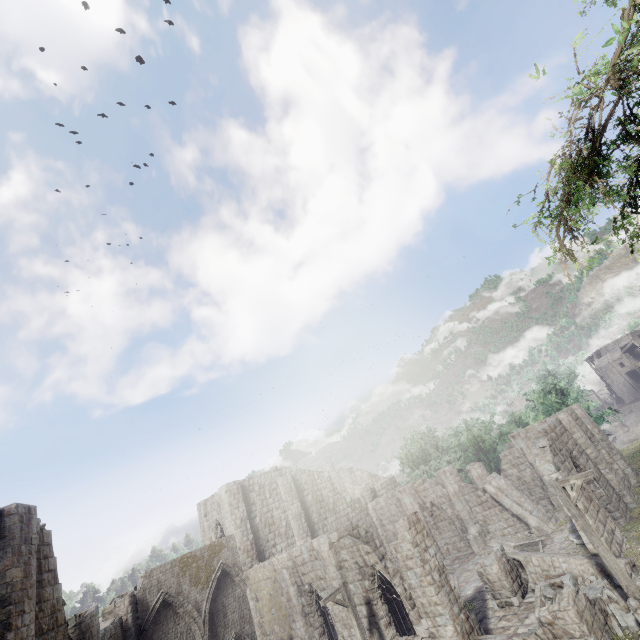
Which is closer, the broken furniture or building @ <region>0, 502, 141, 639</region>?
building @ <region>0, 502, 141, 639</region>

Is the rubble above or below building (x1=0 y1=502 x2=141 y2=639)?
below

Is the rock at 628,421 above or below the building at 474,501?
below

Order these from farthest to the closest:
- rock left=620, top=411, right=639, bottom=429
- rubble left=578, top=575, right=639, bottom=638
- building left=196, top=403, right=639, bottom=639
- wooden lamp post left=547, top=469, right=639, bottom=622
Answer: rock left=620, top=411, right=639, bottom=429
building left=196, top=403, right=639, bottom=639
rubble left=578, top=575, right=639, bottom=638
wooden lamp post left=547, top=469, right=639, bottom=622

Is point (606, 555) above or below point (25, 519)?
below

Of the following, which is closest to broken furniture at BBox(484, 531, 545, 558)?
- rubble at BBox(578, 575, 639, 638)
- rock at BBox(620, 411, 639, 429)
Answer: rubble at BBox(578, 575, 639, 638)

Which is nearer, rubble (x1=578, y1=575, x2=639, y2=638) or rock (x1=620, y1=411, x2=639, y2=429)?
rubble (x1=578, y1=575, x2=639, y2=638)

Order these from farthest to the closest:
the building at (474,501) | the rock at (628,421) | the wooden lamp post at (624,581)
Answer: the rock at (628,421), the building at (474,501), the wooden lamp post at (624,581)
